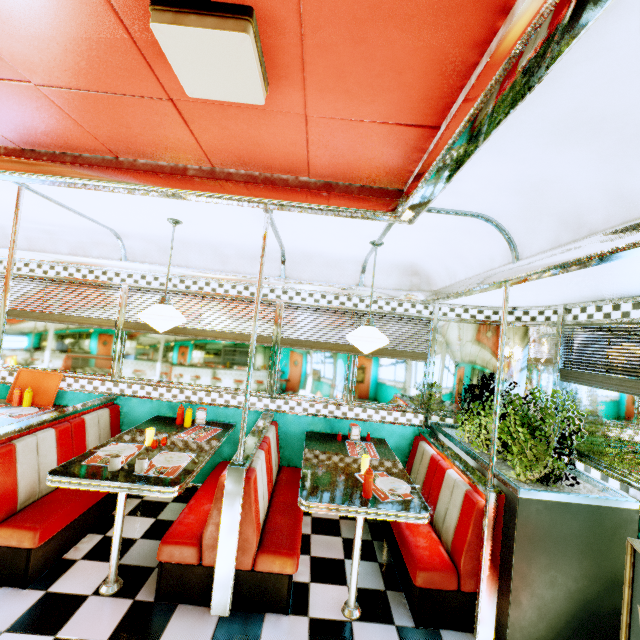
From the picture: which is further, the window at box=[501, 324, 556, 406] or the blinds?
the window at box=[501, 324, 556, 406]

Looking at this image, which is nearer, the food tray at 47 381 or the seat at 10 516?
the seat at 10 516

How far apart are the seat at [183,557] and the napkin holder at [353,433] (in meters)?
1.09

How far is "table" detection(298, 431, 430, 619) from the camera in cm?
237

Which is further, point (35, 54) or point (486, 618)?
point (486, 618)

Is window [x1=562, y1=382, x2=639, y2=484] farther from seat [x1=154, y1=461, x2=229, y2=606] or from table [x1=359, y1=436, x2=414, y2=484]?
seat [x1=154, y1=461, x2=229, y2=606]

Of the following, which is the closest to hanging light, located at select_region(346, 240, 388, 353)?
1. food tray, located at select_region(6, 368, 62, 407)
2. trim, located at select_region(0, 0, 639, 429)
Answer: trim, located at select_region(0, 0, 639, 429)

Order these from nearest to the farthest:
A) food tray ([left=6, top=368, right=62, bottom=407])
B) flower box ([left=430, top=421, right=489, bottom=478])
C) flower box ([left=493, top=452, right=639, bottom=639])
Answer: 1. flower box ([left=493, top=452, right=639, bottom=639])
2. flower box ([left=430, top=421, right=489, bottom=478])
3. food tray ([left=6, top=368, right=62, bottom=407])
